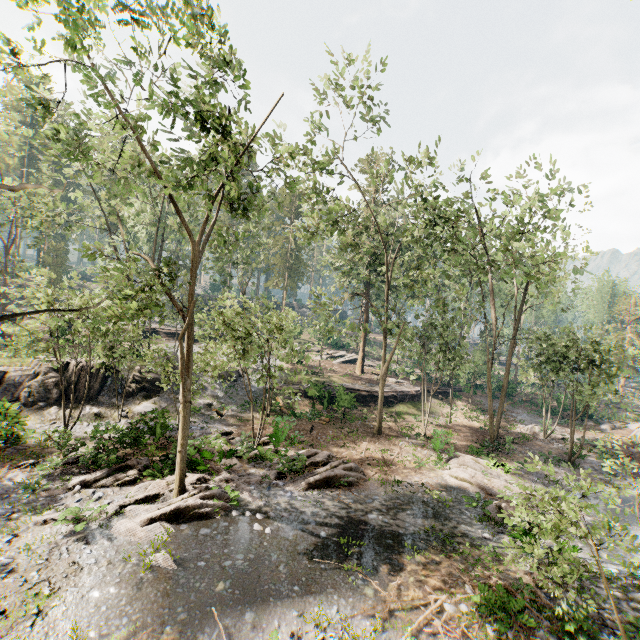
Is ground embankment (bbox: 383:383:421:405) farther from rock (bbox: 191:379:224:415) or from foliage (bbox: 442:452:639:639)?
rock (bbox: 191:379:224:415)

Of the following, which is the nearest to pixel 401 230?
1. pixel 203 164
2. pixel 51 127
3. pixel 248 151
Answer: pixel 248 151

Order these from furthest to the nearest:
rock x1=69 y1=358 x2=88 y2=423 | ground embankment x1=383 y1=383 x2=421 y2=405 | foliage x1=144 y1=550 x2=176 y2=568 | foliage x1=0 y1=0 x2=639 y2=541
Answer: ground embankment x1=383 y1=383 x2=421 y2=405
rock x1=69 y1=358 x2=88 y2=423
foliage x1=0 y1=0 x2=639 y2=541
foliage x1=144 y1=550 x2=176 y2=568

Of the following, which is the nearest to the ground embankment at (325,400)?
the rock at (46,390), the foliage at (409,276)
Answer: the foliage at (409,276)

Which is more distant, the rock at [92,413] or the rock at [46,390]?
the rock at [92,413]

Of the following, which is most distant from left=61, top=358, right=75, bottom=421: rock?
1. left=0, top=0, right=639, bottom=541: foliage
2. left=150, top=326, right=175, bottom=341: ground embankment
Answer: left=150, top=326, right=175, bottom=341: ground embankment

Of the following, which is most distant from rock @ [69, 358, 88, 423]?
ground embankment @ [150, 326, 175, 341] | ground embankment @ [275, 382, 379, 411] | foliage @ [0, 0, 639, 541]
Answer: ground embankment @ [150, 326, 175, 341]
